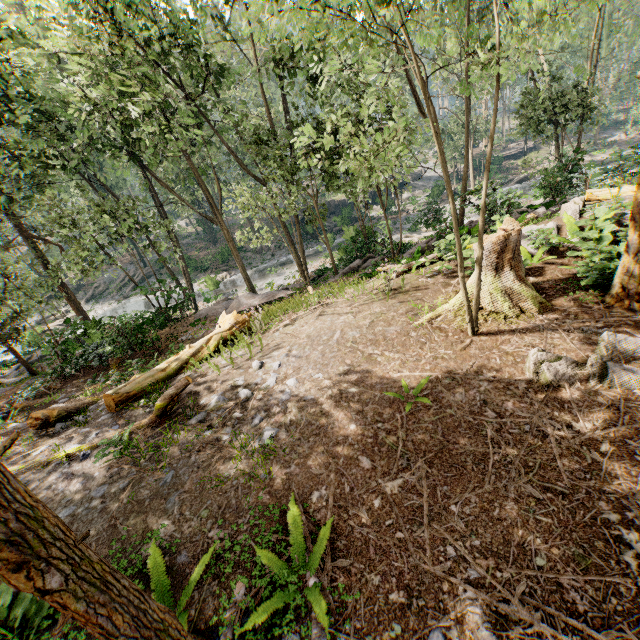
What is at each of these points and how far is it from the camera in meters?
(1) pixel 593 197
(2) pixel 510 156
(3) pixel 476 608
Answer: (1) tree trunk, 11.1
(2) ground embankment, 51.8
(3) ground embankment, 3.1

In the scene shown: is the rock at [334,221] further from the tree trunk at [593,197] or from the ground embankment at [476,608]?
the ground embankment at [476,608]

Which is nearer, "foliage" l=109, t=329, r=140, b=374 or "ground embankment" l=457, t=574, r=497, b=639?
"ground embankment" l=457, t=574, r=497, b=639

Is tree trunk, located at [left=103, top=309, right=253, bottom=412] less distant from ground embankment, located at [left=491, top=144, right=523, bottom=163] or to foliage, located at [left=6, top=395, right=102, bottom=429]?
foliage, located at [left=6, top=395, right=102, bottom=429]

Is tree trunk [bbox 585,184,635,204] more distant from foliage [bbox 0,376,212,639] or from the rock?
the rock

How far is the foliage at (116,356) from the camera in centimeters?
1383cm

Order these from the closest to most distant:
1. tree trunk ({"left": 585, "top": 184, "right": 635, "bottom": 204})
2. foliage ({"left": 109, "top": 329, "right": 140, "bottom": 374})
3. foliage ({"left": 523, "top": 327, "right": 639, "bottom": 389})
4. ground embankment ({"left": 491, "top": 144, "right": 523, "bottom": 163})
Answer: foliage ({"left": 523, "top": 327, "right": 639, "bottom": 389})
tree trunk ({"left": 585, "top": 184, "right": 635, "bottom": 204})
foliage ({"left": 109, "top": 329, "right": 140, "bottom": 374})
ground embankment ({"left": 491, "top": 144, "right": 523, "bottom": 163})

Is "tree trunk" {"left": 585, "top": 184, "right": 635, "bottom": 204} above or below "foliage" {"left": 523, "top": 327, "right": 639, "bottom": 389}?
above
